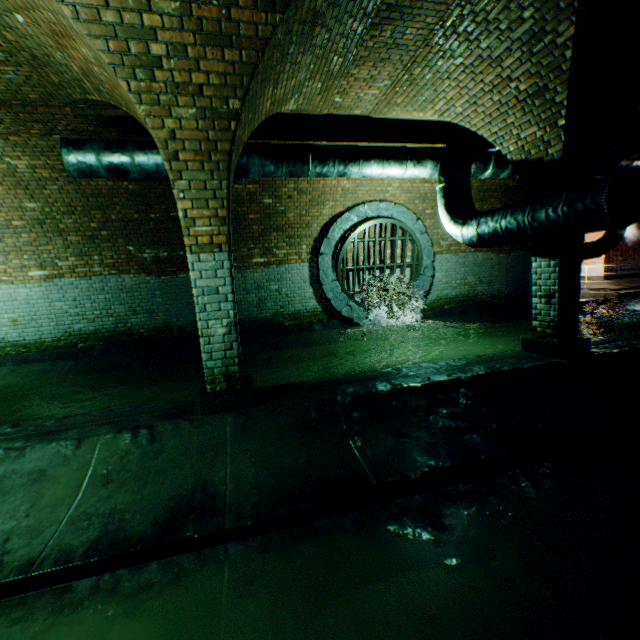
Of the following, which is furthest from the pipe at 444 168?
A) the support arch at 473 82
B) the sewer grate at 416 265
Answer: the sewer grate at 416 265

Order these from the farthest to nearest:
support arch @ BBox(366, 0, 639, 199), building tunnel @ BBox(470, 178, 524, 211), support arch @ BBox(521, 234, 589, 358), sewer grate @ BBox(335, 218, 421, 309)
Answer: building tunnel @ BBox(470, 178, 524, 211) < sewer grate @ BBox(335, 218, 421, 309) < support arch @ BBox(521, 234, 589, 358) < support arch @ BBox(366, 0, 639, 199)

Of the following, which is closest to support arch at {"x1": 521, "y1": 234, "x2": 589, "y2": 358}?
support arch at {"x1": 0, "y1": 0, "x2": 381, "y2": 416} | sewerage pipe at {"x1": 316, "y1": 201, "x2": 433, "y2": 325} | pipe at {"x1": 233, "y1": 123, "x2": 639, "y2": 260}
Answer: pipe at {"x1": 233, "y1": 123, "x2": 639, "y2": 260}

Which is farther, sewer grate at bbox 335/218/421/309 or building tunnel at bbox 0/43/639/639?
sewer grate at bbox 335/218/421/309

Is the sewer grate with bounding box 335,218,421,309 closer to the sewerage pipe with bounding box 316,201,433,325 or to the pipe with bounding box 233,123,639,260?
the sewerage pipe with bounding box 316,201,433,325

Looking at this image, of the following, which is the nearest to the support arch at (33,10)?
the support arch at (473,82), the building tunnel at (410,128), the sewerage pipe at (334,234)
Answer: the building tunnel at (410,128)

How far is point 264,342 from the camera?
8.4m

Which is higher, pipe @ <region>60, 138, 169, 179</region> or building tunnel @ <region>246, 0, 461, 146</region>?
building tunnel @ <region>246, 0, 461, 146</region>
